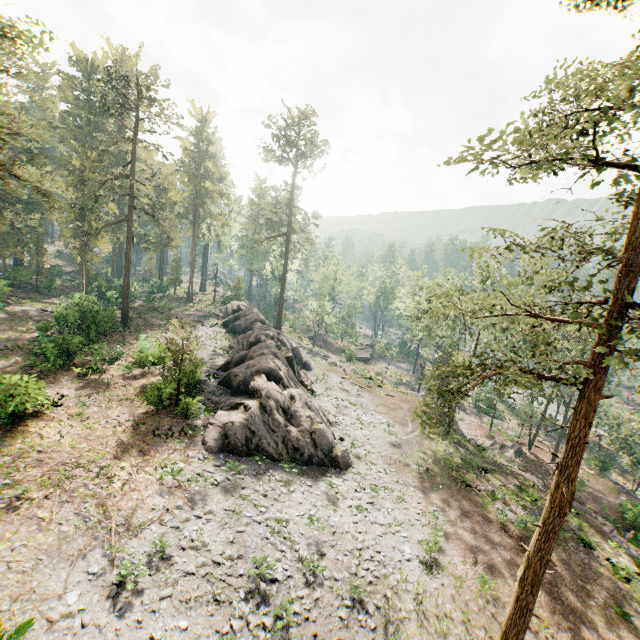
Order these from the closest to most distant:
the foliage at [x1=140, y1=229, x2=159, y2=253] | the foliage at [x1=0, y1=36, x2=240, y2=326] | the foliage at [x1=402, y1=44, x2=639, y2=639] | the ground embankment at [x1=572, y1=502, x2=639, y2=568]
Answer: the foliage at [x1=402, y1=44, x2=639, y2=639], the ground embankment at [x1=572, y1=502, x2=639, y2=568], the foliage at [x1=0, y1=36, x2=240, y2=326], the foliage at [x1=140, y1=229, x2=159, y2=253]

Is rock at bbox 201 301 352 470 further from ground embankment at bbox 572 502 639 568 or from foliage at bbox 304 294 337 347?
ground embankment at bbox 572 502 639 568

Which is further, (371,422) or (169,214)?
(169,214)

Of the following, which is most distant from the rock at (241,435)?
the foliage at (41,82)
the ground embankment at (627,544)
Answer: the ground embankment at (627,544)

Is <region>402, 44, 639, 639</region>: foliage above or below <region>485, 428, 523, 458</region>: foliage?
above

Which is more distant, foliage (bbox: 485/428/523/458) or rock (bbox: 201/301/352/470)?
foliage (bbox: 485/428/523/458)

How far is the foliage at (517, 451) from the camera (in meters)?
36.16
